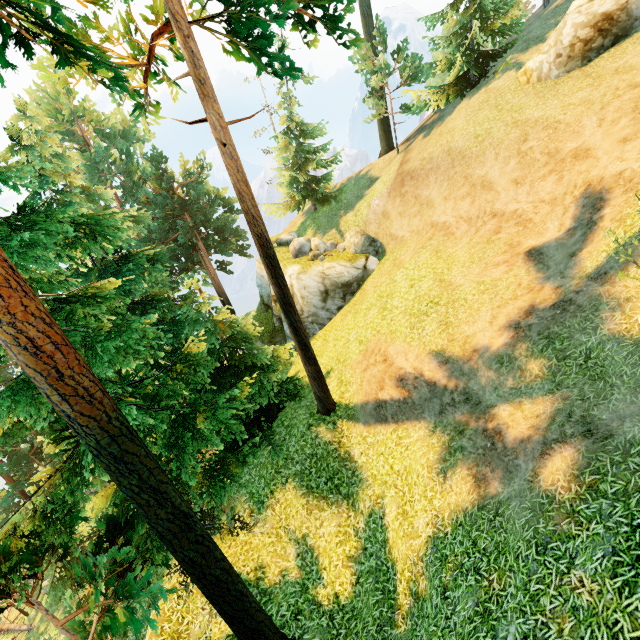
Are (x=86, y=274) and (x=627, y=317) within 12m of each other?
no

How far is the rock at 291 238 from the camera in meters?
21.1

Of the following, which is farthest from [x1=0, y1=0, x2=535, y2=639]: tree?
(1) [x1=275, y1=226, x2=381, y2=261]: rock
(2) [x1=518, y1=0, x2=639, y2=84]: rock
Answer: (2) [x1=518, y1=0, x2=639, y2=84]: rock

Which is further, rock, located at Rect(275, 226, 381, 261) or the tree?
rock, located at Rect(275, 226, 381, 261)

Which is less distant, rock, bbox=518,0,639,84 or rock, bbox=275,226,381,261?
rock, bbox=518,0,639,84

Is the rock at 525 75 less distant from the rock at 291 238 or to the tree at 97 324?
the tree at 97 324

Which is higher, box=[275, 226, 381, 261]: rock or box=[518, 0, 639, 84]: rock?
box=[518, 0, 639, 84]: rock

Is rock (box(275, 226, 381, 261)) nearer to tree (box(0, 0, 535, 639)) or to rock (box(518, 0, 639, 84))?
tree (box(0, 0, 535, 639))
